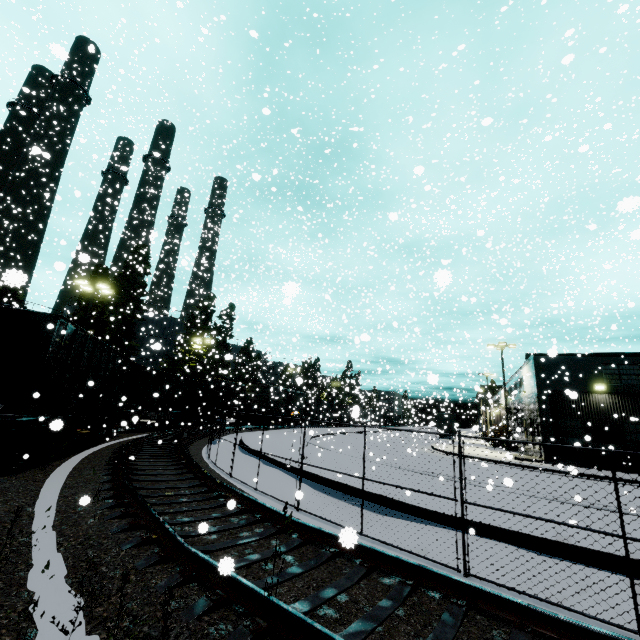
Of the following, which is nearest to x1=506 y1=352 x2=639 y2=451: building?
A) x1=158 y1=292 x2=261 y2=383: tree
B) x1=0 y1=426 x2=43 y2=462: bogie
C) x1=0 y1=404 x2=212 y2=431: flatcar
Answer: x1=0 y1=404 x2=212 y2=431: flatcar

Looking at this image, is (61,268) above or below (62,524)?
above

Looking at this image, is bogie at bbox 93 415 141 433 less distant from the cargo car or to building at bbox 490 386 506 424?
building at bbox 490 386 506 424

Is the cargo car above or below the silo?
below

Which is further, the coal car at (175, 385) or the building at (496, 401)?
the building at (496, 401)

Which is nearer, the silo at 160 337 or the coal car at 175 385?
the coal car at 175 385

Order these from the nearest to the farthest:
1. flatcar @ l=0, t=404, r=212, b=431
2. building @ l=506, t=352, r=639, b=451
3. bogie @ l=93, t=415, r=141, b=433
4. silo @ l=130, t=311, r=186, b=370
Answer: flatcar @ l=0, t=404, r=212, b=431, bogie @ l=93, t=415, r=141, b=433, building @ l=506, t=352, r=639, b=451, silo @ l=130, t=311, r=186, b=370

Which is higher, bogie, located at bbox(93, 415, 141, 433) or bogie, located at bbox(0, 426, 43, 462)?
bogie, located at bbox(93, 415, 141, 433)
